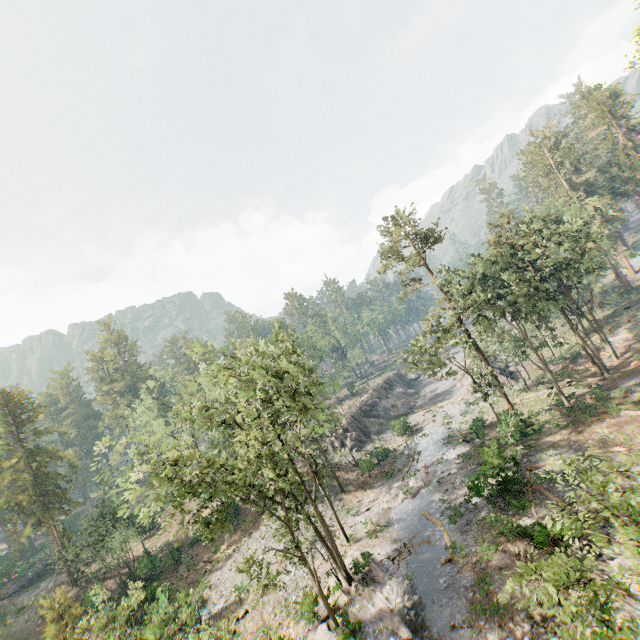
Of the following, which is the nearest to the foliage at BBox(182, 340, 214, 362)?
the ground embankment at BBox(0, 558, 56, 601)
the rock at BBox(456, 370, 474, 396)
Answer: the ground embankment at BBox(0, 558, 56, 601)

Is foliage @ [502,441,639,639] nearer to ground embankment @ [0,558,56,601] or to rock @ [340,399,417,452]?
ground embankment @ [0,558,56,601]

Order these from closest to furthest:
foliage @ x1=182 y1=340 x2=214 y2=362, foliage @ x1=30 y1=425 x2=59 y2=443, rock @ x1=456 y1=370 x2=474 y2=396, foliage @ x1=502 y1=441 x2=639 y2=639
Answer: foliage @ x1=502 y1=441 x2=639 y2=639, foliage @ x1=182 y1=340 x2=214 y2=362, foliage @ x1=30 y1=425 x2=59 y2=443, rock @ x1=456 y1=370 x2=474 y2=396

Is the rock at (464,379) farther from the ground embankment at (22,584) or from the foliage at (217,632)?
the ground embankment at (22,584)

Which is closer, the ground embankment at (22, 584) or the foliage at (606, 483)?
the foliage at (606, 483)

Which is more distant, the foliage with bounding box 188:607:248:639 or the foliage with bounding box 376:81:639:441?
the foliage with bounding box 376:81:639:441

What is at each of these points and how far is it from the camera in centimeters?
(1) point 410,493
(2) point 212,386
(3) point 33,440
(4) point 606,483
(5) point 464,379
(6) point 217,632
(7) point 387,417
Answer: (1) foliage, 3008cm
(2) foliage, 5600cm
(3) foliage, 4353cm
(4) foliage, 1009cm
(5) rock, 5566cm
(6) foliage, 1644cm
(7) rock, 5416cm

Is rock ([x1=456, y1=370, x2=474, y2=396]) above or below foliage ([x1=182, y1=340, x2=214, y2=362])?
below
